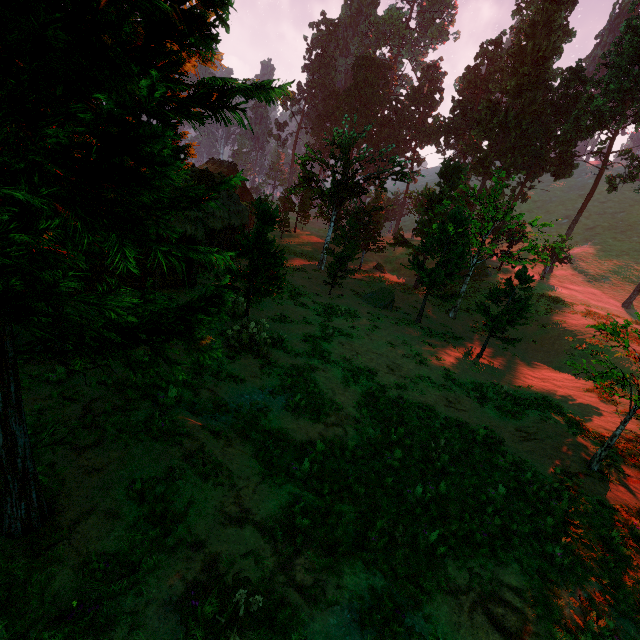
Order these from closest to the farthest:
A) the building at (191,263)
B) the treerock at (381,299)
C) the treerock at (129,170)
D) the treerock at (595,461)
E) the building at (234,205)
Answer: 1. the treerock at (129,170)
2. the treerock at (595,461)
3. the building at (234,205)
4. the building at (191,263)
5. the treerock at (381,299)

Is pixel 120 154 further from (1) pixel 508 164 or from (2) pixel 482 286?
(1) pixel 508 164

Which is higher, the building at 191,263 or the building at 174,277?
the building at 191,263

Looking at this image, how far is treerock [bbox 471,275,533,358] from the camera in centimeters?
1903cm

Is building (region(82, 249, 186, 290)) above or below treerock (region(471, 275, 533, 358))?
below

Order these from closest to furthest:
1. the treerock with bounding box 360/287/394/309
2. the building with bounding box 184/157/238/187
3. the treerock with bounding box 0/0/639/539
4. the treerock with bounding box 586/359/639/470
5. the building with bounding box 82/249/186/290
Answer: the treerock with bounding box 0/0/639/539 → the treerock with bounding box 586/359/639/470 → the building with bounding box 82/249/186/290 → the building with bounding box 184/157/238/187 → the treerock with bounding box 360/287/394/309

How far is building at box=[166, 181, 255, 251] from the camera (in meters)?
16.94

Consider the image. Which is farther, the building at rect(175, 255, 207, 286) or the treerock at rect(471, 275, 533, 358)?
the treerock at rect(471, 275, 533, 358)
